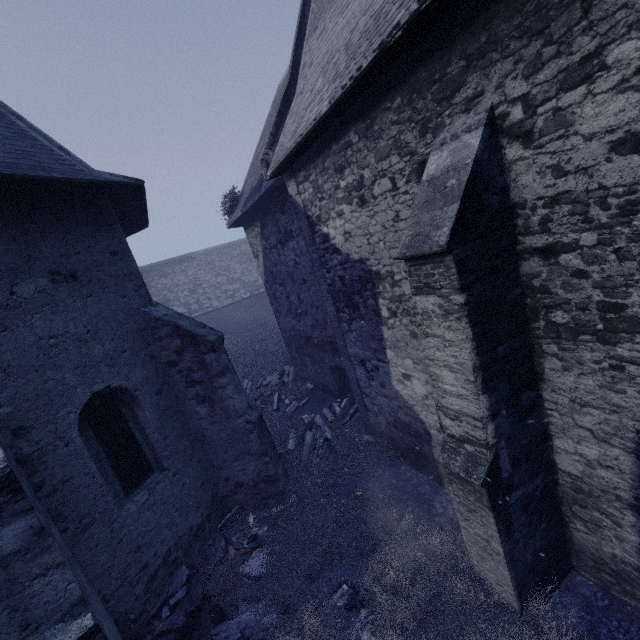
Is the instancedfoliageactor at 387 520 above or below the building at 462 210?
below

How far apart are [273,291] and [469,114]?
9.8m

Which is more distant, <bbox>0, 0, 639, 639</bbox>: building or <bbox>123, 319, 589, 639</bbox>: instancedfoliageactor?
<bbox>123, 319, 589, 639</bbox>: instancedfoliageactor

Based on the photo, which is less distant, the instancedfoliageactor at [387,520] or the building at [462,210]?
the building at [462,210]

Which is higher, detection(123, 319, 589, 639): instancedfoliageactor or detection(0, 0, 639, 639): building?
detection(0, 0, 639, 639): building
